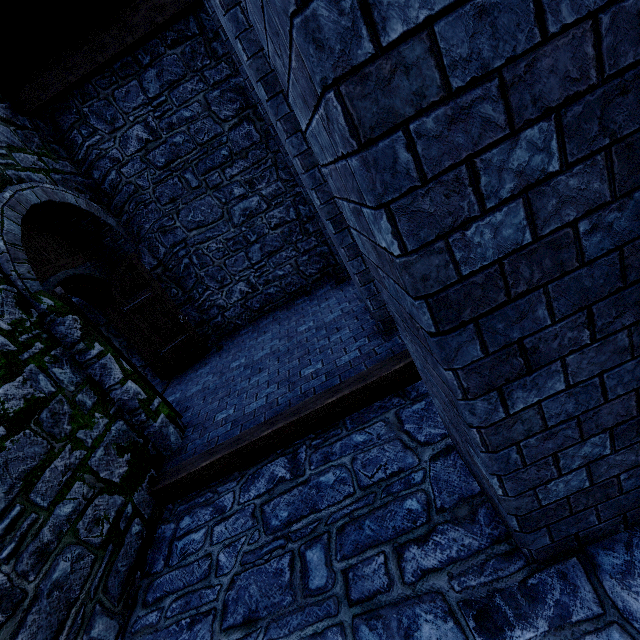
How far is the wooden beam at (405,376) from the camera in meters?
3.8

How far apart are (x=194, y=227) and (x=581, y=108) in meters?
6.9 m

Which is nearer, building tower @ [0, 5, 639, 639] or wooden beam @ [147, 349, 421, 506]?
building tower @ [0, 5, 639, 639]

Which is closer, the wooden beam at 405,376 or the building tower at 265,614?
the building tower at 265,614

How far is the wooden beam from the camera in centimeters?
376cm
